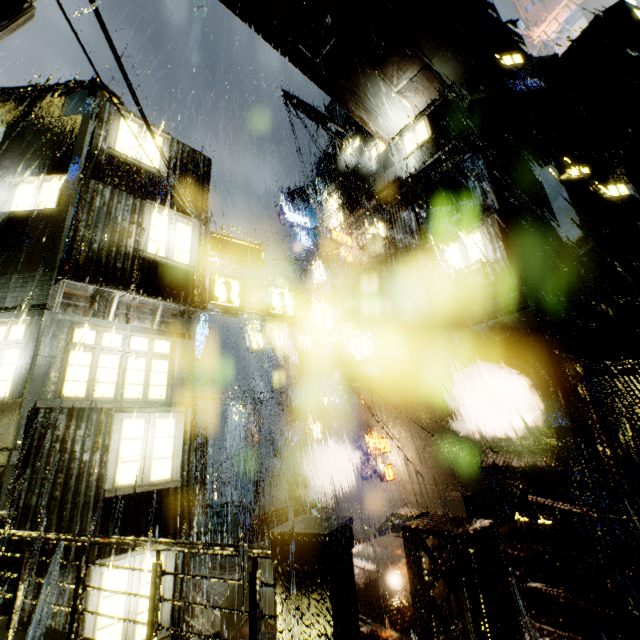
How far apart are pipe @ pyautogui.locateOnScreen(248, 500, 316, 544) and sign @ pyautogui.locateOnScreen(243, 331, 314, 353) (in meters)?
9.77

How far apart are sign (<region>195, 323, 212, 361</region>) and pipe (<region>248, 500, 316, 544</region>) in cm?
967

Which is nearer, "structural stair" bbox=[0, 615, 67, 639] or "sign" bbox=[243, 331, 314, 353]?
"structural stair" bbox=[0, 615, 67, 639]

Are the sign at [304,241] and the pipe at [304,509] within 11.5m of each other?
no

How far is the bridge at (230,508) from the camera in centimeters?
1934cm

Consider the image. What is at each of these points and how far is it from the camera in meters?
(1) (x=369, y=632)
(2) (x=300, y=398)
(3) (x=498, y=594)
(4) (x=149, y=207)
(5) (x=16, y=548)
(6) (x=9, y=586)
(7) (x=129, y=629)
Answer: (1) structural stair, 3.2 m
(2) cloth, 21.5 m
(3) support beam, 5.0 m
(4) building, 9.8 m
(5) building, 5.9 m
(6) building, 5.7 m
(7) building, 6.7 m

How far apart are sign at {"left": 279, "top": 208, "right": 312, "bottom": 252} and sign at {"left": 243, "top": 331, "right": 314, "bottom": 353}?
9.0 meters

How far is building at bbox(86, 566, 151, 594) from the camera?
6.55m
